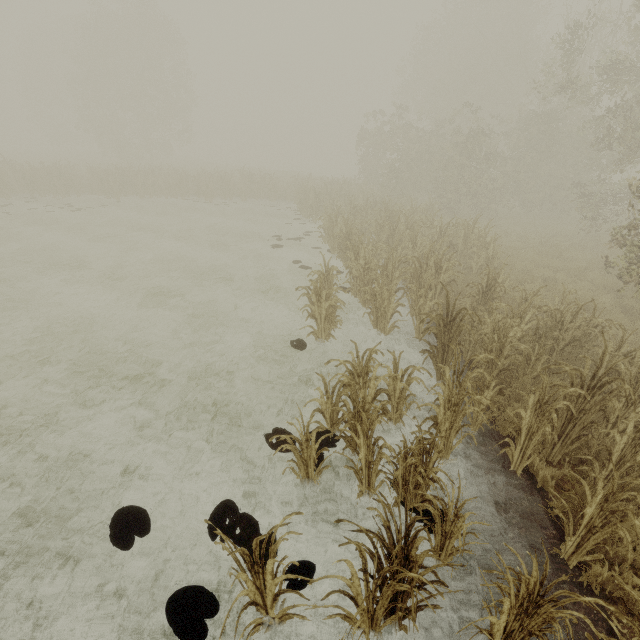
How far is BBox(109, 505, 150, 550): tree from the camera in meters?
3.6 m

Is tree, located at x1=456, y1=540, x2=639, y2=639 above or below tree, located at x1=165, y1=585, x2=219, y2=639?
above

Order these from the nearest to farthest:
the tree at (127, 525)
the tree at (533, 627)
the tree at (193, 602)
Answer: the tree at (533, 627)
the tree at (193, 602)
the tree at (127, 525)

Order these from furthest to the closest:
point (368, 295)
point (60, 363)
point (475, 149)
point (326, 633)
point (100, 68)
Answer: point (100, 68) < point (475, 149) < point (368, 295) < point (60, 363) < point (326, 633)

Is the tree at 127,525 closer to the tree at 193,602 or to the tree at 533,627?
the tree at 193,602

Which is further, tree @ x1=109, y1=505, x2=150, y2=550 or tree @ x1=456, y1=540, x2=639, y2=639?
tree @ x1=109, y1=505, x2=150, y2=550

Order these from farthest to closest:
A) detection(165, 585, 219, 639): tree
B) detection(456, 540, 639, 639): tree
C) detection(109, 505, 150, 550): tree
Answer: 1. detection(109, 505, 150, 550): tree
2. detection(165, 585, 219, 639): tree
3. detection(456, 540, 639, 639): tree

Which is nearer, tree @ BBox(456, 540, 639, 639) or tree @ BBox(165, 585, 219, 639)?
tree @ BBox(456, 540, 639, 639)
